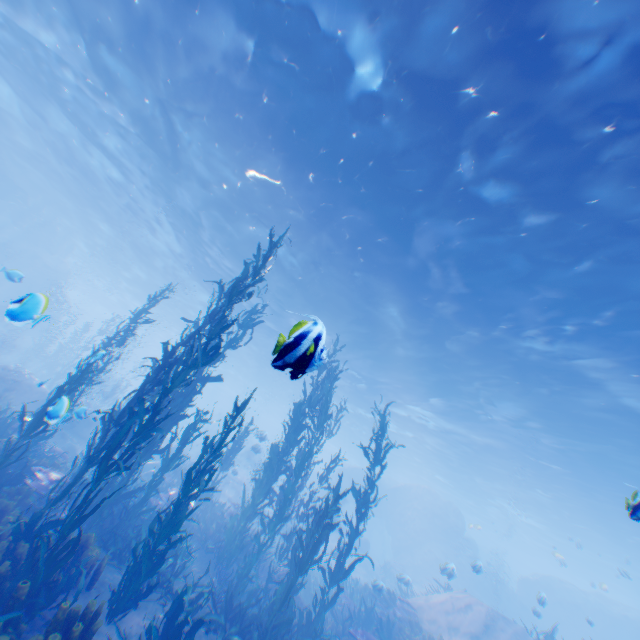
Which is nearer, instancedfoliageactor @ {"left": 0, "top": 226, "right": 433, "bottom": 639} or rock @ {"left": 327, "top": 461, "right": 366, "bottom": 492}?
instancedfoliageactor @ {"left": 0, "top": 226, "right": 433, "bottom": 639}

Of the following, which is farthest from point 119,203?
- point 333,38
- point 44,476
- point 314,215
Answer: point 333,38

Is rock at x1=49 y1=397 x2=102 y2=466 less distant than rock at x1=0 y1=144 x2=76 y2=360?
No

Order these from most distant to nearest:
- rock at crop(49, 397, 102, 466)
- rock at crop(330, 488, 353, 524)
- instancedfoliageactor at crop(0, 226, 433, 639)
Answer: rock at crop(330, 488, 353, 524) < rock at crop(49, 397, 102, 466) < instancedfoliageactor at crop(0, 226, 433, 639)

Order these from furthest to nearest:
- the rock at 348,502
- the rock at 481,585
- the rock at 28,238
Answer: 1. the rock at 348,502
2. the rock at 481,585
3. the rock at 28,238

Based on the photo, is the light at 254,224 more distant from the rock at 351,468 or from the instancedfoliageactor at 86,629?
the instancedfoliageactor at 86,629

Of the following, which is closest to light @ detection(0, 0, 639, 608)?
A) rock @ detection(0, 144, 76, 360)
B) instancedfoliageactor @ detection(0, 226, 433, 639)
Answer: rock @ detection(0, 144, 76, 360)
